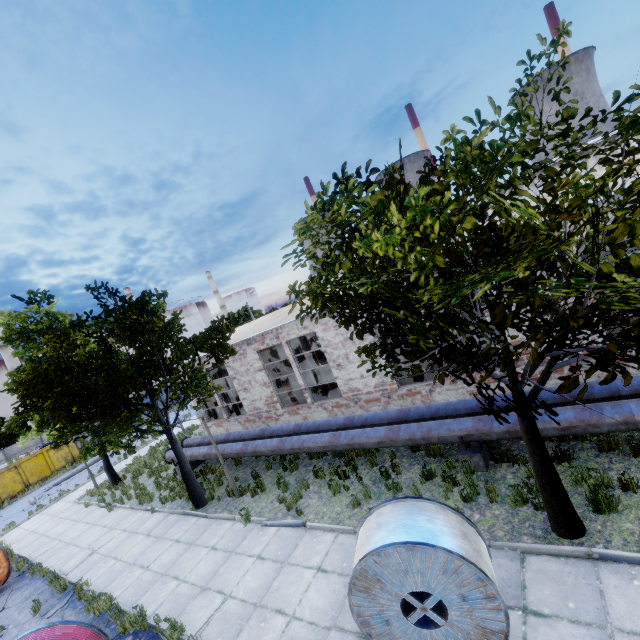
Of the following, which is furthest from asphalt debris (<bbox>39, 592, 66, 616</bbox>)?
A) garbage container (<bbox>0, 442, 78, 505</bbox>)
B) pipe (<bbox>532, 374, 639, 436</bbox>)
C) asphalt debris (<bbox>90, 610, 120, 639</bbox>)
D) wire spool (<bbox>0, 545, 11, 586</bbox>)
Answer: garbage container (<bbox>0, 442, 78, 505</bbox>)

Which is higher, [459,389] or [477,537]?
[477,537]

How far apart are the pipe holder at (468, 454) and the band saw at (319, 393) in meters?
7.2 m

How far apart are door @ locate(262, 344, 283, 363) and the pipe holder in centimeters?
1766cm

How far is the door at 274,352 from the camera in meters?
25.5

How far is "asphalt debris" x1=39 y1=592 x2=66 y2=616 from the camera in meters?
9.6

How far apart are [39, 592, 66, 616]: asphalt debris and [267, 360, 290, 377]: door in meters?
15.6

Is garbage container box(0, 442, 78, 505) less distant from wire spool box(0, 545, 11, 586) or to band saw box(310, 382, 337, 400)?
wire spool box(0, 545, 11, 586)
